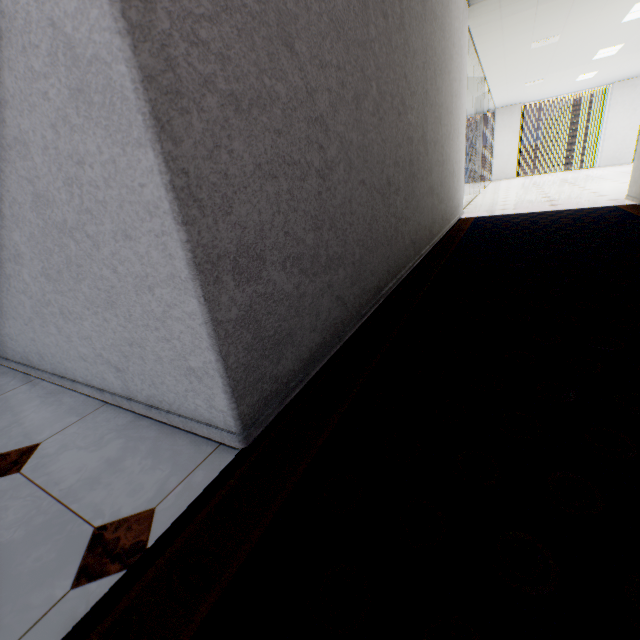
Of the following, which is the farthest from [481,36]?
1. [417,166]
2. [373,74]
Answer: [373,74]
